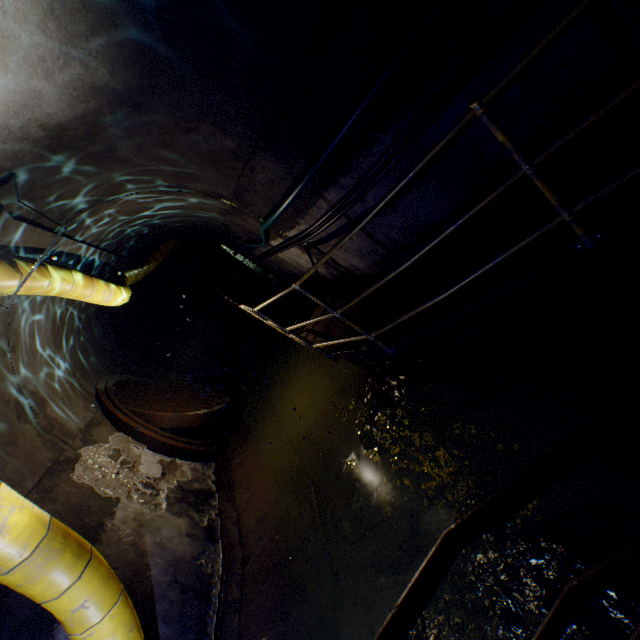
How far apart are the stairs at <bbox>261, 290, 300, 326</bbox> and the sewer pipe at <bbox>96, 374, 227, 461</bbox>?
2.80m

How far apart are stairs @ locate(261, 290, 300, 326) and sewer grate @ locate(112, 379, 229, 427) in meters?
2.0

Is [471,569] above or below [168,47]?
below

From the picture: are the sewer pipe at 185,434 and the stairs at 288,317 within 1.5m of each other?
no

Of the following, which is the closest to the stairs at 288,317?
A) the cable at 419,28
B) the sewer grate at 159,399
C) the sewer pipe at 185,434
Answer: the cable at 419,28

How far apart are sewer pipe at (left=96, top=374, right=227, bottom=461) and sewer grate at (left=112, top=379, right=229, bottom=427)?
0.0m

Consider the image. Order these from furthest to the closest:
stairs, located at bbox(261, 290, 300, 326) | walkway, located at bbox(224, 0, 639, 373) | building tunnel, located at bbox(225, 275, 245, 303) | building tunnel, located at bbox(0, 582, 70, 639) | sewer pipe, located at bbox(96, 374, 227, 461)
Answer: building tunnel, located at bbox(225, 275, 245, 303) → stairs, located at bbox(261, 290, 300, 326) → sewer pipe, located at bbox(96, 374, 227, 461) → building tunnel, located at bbox(0, 582, 70, 639) → walkway, located at bbox(224, 0, 639, 373)

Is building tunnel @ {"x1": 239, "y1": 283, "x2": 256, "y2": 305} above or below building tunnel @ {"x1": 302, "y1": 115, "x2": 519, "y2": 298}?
below
